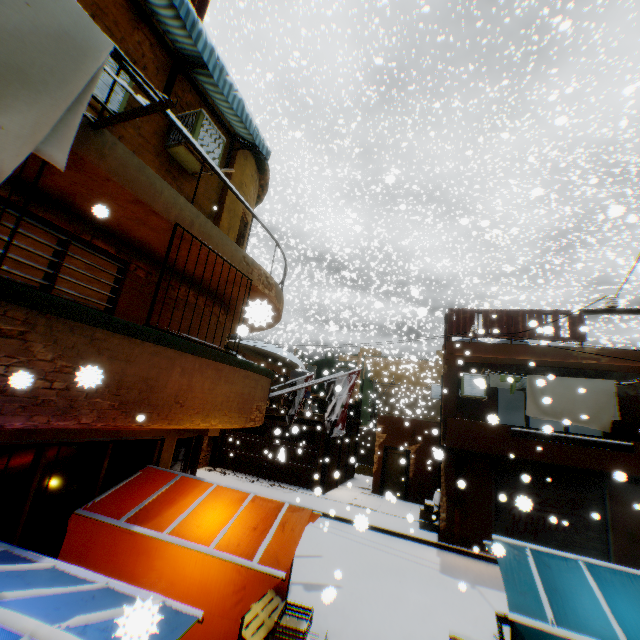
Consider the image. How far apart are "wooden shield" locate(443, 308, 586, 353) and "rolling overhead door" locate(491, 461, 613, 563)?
0.33m

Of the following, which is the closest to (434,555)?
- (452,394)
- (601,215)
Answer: (452,394)

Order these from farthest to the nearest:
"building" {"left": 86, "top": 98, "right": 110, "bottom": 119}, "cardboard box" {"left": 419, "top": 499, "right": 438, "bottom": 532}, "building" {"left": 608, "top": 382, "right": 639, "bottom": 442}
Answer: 1. "cardboard box" {"left": 419, "top": 499, "right": 438, "bottom": 532}
2. "building" {"left": 608, "top": 382, "right": 639, "bottom": 442}
3. "building" {"left": 86, "top": 98, "right": 110, "bottom": 119}

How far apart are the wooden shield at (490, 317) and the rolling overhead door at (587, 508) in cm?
33

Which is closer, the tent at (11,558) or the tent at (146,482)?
the tent at (11,558)

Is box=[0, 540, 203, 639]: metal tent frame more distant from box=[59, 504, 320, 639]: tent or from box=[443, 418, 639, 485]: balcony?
box=[443, 418, 639, 485]: balcony

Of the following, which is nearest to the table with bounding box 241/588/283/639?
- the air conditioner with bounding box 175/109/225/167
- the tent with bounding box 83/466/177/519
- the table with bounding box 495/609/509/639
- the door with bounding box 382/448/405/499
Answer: the tent with bounding box 83/466/177/519

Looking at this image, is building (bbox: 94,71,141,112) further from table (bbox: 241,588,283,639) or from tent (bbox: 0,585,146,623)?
table (bbox: 241,588,283,639)
